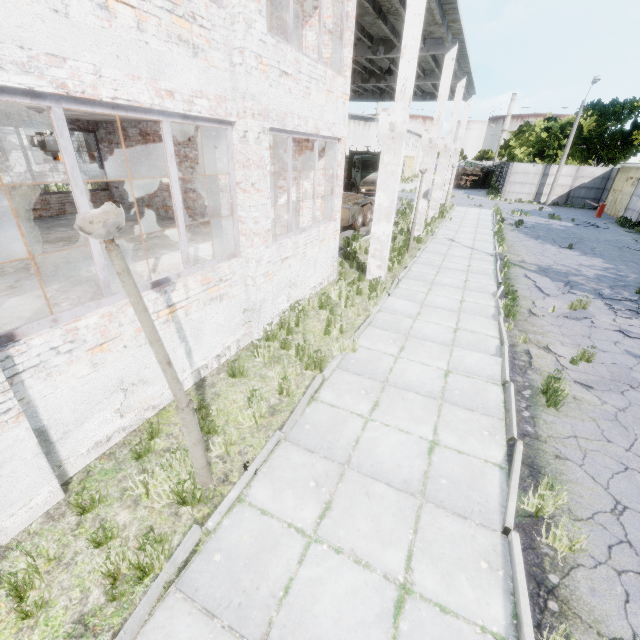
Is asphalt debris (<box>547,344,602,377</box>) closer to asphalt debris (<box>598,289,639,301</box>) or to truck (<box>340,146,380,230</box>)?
asphalt debris (<box>598,289,639,301</box>)

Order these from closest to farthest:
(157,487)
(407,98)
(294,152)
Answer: (157,487) < (407,98) < (294,152)

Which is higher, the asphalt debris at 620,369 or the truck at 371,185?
the truck at 371,185

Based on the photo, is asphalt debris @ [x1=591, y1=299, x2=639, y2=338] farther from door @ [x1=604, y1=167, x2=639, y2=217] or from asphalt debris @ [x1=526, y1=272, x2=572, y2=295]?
door @ [x1=604, y1=167, x2=639, y2=217]

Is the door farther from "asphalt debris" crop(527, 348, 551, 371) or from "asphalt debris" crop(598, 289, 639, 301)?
"asphalt debris" crop(527, 348, 551, 371)

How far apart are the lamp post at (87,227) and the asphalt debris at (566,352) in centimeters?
635cm

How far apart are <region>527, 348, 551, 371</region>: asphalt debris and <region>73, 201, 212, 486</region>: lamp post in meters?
6.3 m

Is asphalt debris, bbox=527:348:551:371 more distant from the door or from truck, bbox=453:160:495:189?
truck, bbox=453:160:495:189
